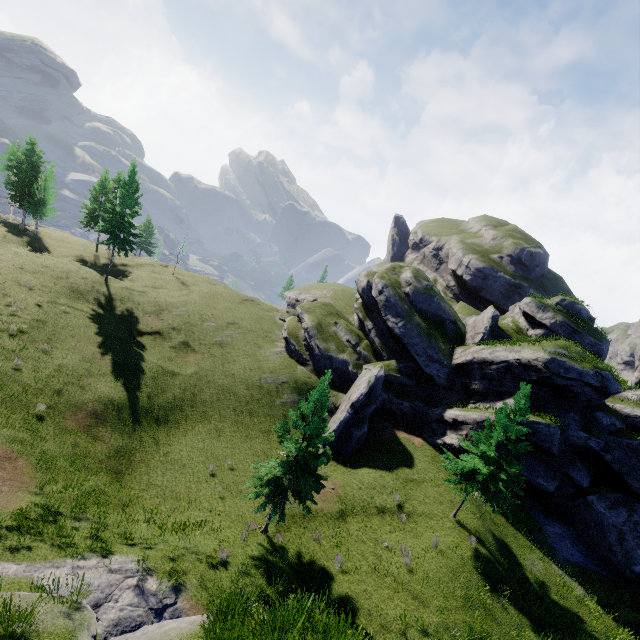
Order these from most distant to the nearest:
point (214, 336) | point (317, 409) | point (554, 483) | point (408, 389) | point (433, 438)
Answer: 1. point (214, 336)
2. point (408, 389)
3. point (433, 438)
4. point (554, 483)
5. point (317, 409)

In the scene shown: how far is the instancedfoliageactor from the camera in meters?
16.4 m

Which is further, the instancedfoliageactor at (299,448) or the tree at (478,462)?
the tree at (478,462)

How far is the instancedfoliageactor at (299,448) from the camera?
16.4m

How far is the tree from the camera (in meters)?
19.86

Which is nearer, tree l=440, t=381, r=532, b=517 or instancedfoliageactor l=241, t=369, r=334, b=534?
instancedfoliageactor l=241, t=369, r=334, b=534
